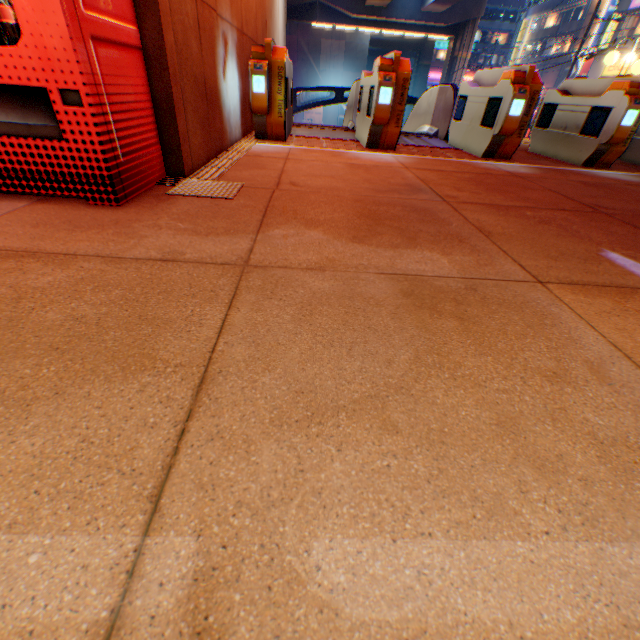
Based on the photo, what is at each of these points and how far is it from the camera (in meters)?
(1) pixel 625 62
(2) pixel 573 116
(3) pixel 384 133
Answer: (1) street lamp, 7.95
(2) ticket machine, 5.59
(3) ticket machine, 4.96

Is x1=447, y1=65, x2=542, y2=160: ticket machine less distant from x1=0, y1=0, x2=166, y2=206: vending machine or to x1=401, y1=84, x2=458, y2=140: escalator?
x1=401, y1=84, x2=458, y2=140: escalator

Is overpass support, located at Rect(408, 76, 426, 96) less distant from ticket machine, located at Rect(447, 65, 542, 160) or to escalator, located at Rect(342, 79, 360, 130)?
escalator, located at Rect(342, 79, 360, 130)

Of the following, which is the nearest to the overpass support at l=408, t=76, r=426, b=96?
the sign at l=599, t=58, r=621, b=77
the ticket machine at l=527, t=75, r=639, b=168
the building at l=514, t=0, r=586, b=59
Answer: the building at l=514, t=0, r=586, b=59

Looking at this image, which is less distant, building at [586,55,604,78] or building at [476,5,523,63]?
building at [586,55,604,78]

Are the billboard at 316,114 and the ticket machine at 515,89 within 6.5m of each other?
no

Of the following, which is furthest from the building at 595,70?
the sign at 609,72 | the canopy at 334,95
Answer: the canopy at 334,95

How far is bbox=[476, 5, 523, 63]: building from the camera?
54.9 meters
